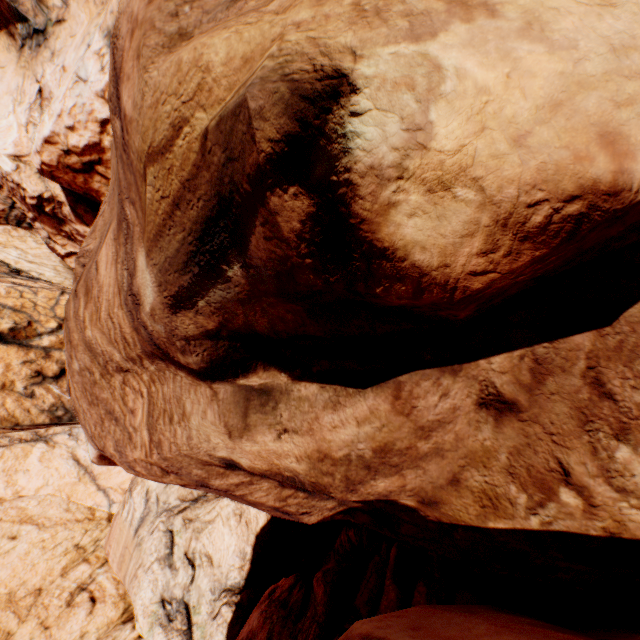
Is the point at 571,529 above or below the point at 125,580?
above
